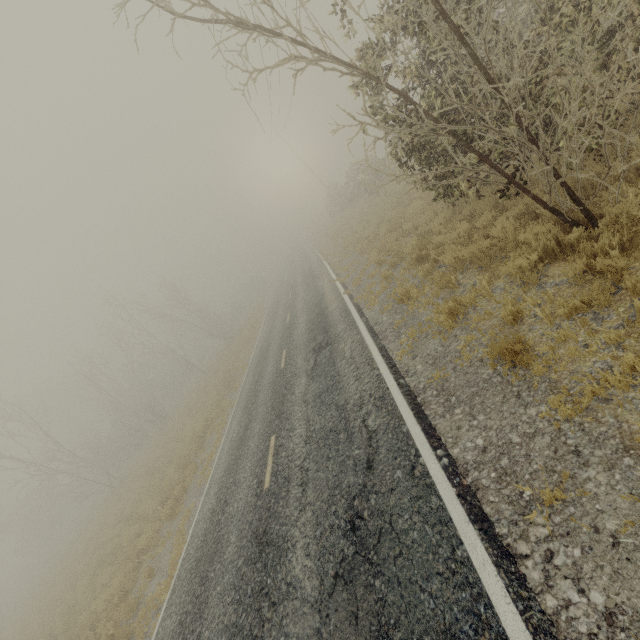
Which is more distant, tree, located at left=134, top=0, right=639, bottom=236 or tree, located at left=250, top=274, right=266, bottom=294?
tree, located at left=250, top=274, right=266, bottom=294

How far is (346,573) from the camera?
4.1 meters

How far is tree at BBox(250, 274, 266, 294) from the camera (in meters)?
55.18

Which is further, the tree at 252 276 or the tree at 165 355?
the tree at 252 276

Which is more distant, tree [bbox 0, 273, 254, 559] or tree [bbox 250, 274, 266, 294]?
tree [bbox 250, 274, 266, 294]

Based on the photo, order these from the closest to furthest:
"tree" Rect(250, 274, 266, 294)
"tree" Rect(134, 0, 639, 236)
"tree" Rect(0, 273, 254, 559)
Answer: "tree" Rect(134, 0, 639, 236) < "tree" Rect(0, 273, 254, 559) < "tree" Rect(250, 274, 266, 294)

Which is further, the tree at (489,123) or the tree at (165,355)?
the tree at (165,355)
